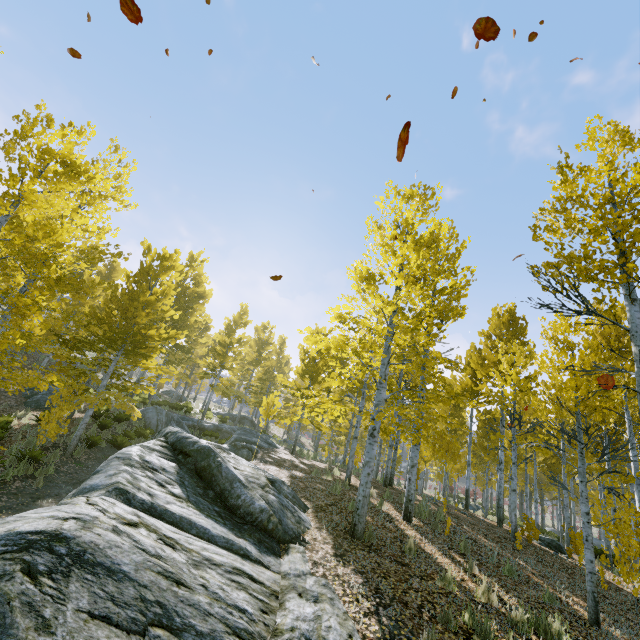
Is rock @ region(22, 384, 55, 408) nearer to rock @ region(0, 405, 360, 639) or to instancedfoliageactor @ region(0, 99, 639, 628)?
instancedfoliageactor @ region(0, 99, 639, 628)

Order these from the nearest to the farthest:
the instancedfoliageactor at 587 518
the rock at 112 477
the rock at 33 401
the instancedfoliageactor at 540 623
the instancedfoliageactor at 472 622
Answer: the rock at 112 477
the instancedfoliageactor at 472 622
the instancedfoliageactor at 540 623
the instancedfoliageactor at 587 518
the rock at 33 401

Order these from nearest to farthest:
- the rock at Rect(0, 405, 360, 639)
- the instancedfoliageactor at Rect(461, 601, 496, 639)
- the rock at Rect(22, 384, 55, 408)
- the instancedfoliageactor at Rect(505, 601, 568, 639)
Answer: the rock at Rect(0, 405, 360, 639) < the instancedfoliageactor at Rect(461, 601, 496, 639) < the instancedfoliageactor at Rect(505, 601, 568, 639) < the rock at Rect(22, 384, 55, 408)

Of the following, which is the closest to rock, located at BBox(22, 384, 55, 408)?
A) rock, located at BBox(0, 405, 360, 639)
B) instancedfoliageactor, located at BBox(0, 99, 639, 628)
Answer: instancedfoliageactor, located at BBox(0, 99, 639, 628)

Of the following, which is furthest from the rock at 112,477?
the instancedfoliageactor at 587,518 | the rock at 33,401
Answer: the rock at 33,401

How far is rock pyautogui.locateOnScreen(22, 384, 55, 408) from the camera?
15.80m

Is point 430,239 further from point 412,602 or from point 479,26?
point 412,602
